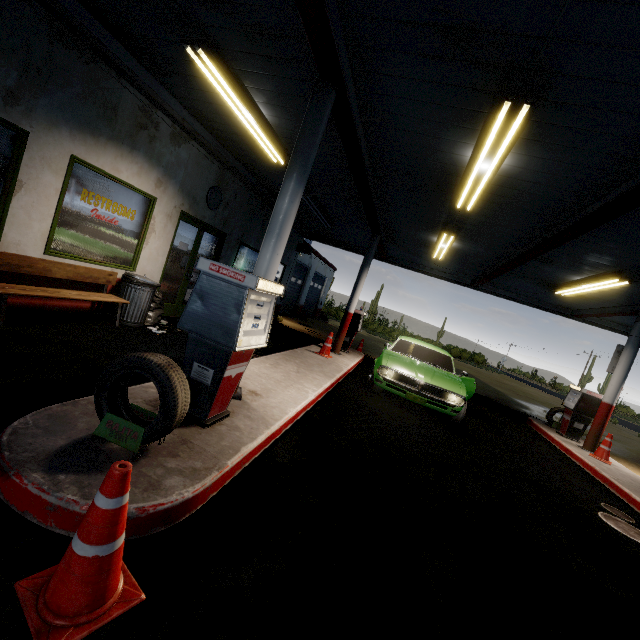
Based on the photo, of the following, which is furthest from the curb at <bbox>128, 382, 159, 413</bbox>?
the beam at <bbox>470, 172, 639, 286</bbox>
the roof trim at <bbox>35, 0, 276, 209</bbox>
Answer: the beam at <bbox>470, 172, 639, 286</bbox>

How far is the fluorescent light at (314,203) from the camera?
8.4 meters

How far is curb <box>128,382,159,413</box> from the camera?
3.08m

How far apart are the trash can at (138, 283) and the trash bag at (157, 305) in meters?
0.0

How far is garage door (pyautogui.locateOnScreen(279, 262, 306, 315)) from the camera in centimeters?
1791cm

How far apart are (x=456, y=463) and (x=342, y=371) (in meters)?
3.38

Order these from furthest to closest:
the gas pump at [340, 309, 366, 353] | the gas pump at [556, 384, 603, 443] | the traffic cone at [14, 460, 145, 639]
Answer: the gas pump at [340, 309, 366, 353], the gas pump at [556, 384, 603, 443], the traffic cone at [14, 460, 145, 639]

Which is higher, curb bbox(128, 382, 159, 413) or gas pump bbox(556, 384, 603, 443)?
gas pump bbox(556, 384, 603, 443)
